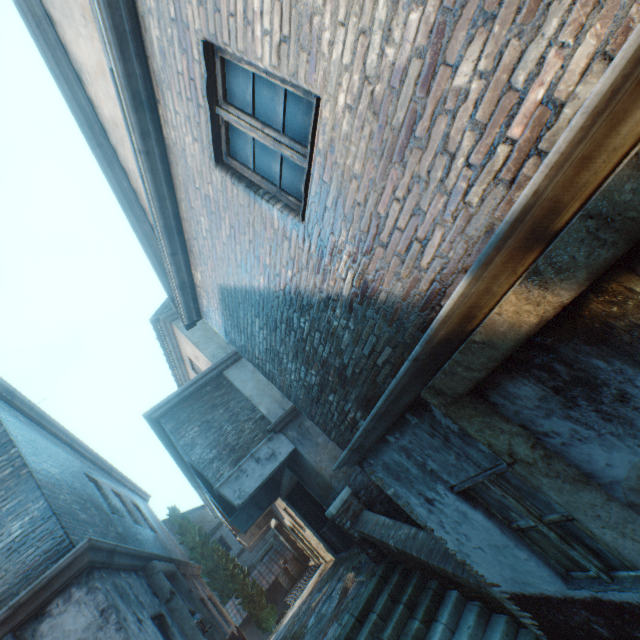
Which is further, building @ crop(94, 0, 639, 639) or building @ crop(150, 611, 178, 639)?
→ building @ crop(150, 611, 178, 639)

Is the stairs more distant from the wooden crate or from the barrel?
the barrel

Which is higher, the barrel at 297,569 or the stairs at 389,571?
the barrel at 297,569

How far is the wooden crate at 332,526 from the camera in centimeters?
1100cm

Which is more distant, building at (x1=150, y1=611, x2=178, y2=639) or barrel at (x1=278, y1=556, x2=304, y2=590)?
barrel at (x1=278, y1=556, x2=304, y2=590)

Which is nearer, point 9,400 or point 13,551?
point 13,551

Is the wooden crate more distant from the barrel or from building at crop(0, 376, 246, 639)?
the barrel

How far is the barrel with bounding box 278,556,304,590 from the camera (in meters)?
18.73
